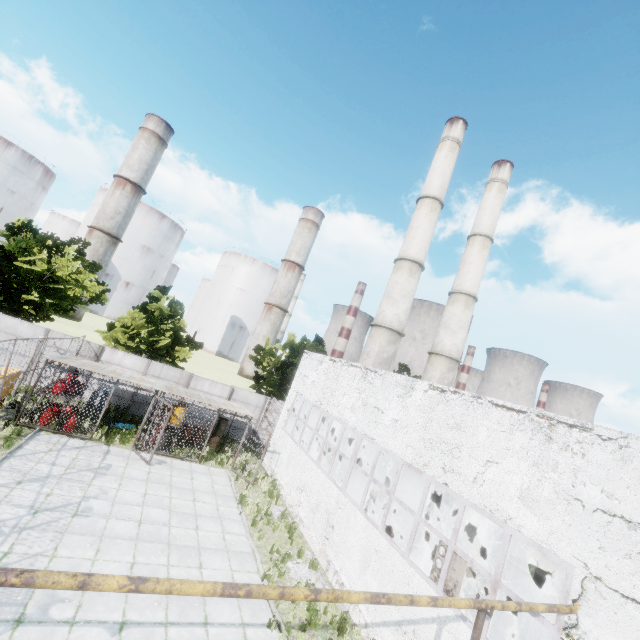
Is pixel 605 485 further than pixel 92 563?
No

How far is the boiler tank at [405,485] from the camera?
16.1m

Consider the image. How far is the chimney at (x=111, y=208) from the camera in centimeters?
5822cm

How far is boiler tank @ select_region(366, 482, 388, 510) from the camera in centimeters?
1770cm

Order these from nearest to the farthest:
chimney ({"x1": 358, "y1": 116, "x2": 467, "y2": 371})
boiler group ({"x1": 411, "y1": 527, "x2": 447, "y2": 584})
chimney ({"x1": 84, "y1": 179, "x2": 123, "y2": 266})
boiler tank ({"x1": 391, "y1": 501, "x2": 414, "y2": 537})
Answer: boiler group ({"x1": 411, "y1": 527, "x2": 447, "y2": 584}) < boiler tank ({"x1": 391, "y1": 501, "x2": 414, "y2": 537}) < chimney ({"x1": 358, "y1": 116, "x2": 467, "y2": 371}) < chimney ({"x1": 84, "y1": 179, "x2": 123, "y2": 266})

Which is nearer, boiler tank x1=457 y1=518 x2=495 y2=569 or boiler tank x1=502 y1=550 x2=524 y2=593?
boiler tank x1=457 y1=518 x2=495 y2=569

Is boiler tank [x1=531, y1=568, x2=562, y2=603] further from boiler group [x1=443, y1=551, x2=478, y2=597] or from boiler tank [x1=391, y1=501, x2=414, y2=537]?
boiler group [x1=443, y1=551, x2=478, y2=597]
